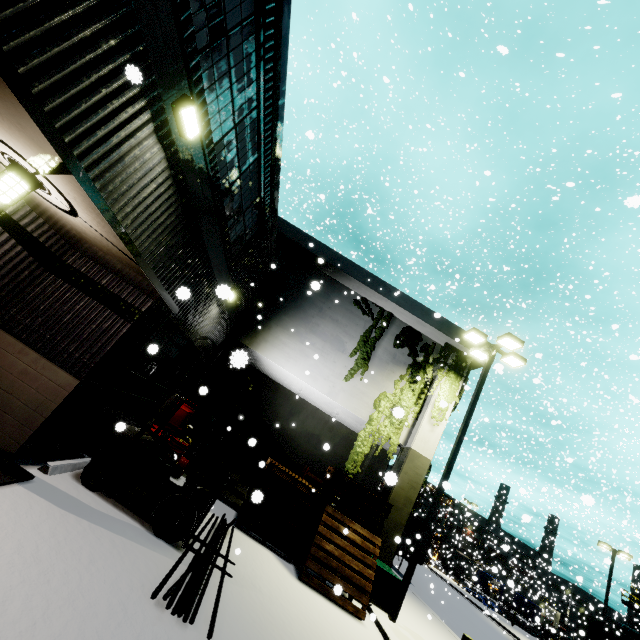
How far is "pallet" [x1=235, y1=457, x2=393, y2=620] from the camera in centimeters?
844cm

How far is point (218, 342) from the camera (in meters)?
12.05

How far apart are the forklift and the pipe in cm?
5

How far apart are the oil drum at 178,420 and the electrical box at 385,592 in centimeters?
630cm

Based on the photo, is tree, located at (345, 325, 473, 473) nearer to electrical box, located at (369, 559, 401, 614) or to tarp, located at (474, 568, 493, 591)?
electrical box, located at (369, 559, 401, 614)

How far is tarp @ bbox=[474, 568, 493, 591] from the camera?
42.2 meters

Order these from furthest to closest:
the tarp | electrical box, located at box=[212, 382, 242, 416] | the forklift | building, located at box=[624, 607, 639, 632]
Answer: the tarp, building, located at box=[624, 607, 639, 632], electrical box, located at box=[212, 382, 242, 416], the forklift

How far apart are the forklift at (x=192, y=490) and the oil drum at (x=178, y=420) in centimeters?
191cm
